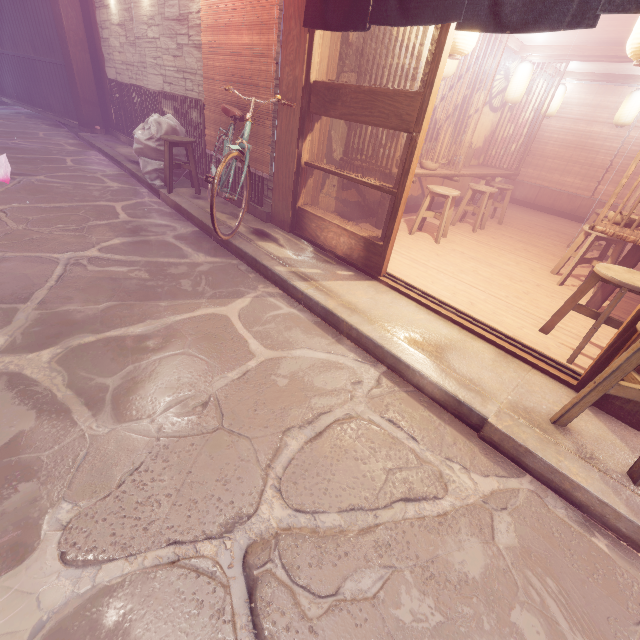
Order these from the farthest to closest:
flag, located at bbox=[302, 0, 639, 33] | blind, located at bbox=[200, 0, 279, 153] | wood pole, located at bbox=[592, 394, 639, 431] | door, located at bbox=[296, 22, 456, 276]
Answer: blind, located at bbox=[200, 0, 279, 153] → door, located at bbox=[296, 22, 456, 276] → wood pole, located at bbox=[592, 394, 639, 431] → flag, located at bbox=[302, 0, 639, 33]

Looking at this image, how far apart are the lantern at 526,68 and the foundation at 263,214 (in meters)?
9.78

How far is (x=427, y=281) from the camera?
6.58m

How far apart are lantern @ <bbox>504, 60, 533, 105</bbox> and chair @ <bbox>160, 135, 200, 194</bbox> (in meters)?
10.67

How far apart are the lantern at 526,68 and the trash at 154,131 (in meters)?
10.99

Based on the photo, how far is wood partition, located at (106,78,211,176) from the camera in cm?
953

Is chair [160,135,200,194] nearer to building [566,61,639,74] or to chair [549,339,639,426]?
building [566,61,639,74]

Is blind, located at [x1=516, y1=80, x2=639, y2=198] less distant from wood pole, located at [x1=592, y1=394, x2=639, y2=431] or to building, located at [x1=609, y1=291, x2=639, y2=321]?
building, located at [x1=609, y1=291, x2=639, y2=321]
